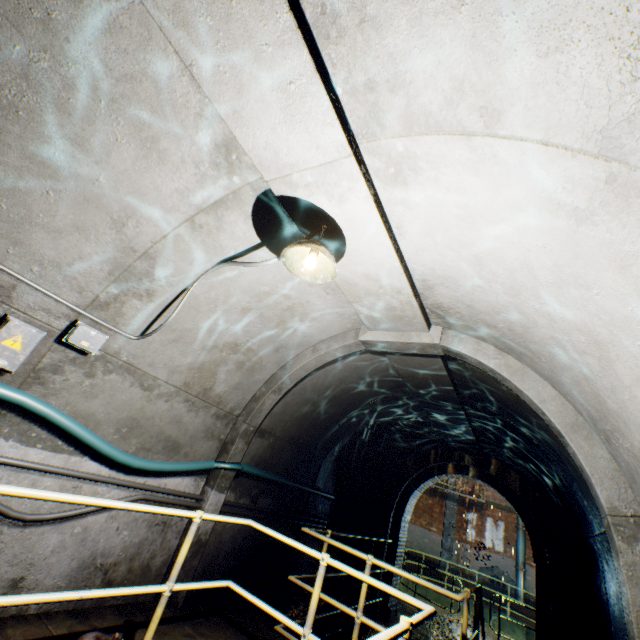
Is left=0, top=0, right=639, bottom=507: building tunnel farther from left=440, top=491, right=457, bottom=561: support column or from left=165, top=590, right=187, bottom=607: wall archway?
left=440, top=491, right=457, bottom=561: support column

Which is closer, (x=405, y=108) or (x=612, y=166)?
(x=612, y=166)

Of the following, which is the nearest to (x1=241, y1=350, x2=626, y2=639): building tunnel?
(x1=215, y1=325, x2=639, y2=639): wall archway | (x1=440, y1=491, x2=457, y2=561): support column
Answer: (x1=215, y1=325, x2=639, y2=639): wall archway

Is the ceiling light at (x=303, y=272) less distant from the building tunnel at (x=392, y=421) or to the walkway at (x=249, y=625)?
the building tunnel at (x=392, y=421)

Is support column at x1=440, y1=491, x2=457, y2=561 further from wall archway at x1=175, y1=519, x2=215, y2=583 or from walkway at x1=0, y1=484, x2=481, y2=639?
wall archway at x1=175, y1=519, x2=215, y2=583

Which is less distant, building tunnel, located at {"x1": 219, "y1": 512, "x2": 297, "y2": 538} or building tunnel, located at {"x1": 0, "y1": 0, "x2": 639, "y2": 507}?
building tunnel, located at {"x1": 0, "y1": 0, "x2": 639, "y2": 507}

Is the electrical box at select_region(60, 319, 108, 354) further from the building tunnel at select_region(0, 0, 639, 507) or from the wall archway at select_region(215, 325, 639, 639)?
the wall archway at select_region(215, 325, 639, 639)

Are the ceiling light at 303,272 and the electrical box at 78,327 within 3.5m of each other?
yes
